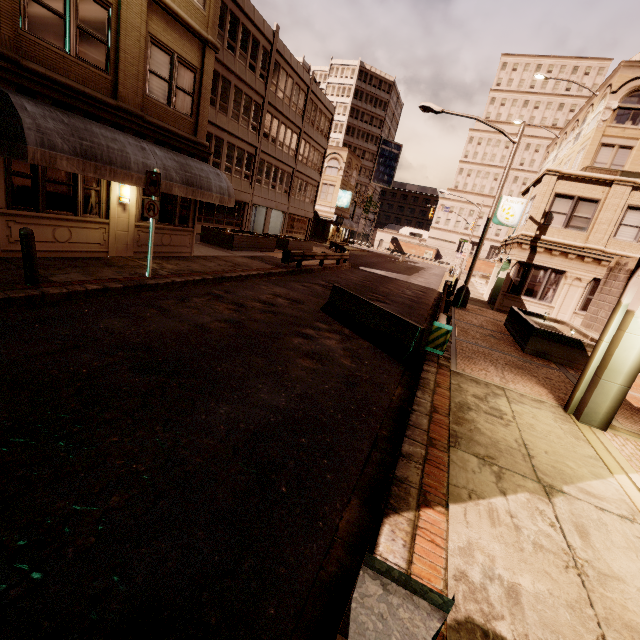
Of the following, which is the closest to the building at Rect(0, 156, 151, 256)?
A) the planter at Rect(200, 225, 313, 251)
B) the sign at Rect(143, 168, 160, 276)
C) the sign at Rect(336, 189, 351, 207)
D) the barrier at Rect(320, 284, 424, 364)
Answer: the sign at Rect(143, 168, 160, 276)

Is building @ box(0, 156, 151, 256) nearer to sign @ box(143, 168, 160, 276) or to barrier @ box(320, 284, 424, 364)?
sign @ box(143, 168, 160, 276)

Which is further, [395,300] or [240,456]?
[395,300]

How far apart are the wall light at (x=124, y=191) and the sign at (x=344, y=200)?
38.7 meters

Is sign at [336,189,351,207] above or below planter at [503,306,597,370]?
above

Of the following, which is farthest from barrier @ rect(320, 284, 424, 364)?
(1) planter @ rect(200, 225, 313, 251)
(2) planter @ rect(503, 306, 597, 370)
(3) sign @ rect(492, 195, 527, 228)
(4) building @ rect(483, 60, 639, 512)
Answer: (3) sign @ rect(492, 195, 527, 228)

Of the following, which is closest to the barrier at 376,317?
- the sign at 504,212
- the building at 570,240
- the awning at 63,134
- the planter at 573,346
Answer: the building at 570,240

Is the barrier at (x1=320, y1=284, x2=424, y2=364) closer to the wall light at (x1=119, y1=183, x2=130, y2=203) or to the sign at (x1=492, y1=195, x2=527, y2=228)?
the wall light at (x1=119, y1=183, x2=130, y2=203)
